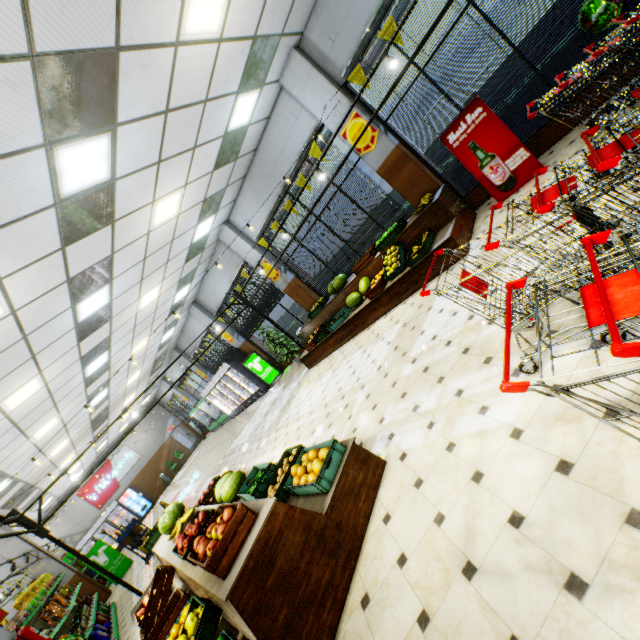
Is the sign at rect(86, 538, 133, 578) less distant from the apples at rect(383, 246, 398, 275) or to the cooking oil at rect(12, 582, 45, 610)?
the cooking oil at rect(12, 582, 45, 610)

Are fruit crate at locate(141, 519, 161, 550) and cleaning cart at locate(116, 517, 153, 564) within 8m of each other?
yes

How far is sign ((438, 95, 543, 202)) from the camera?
5.46m

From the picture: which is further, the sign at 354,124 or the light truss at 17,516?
the sign at 354,124

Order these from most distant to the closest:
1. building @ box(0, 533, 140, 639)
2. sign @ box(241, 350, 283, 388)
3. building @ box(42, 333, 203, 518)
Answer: building @ box(42, 333, 203, 518)
sign @ box(241, 350, 283, 388)
building @ box(0, 533, 140, 639)

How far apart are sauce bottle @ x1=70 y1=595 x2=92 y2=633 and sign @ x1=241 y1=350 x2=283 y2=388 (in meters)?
8.32

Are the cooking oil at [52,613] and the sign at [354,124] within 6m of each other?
no

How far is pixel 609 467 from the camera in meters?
1.8
